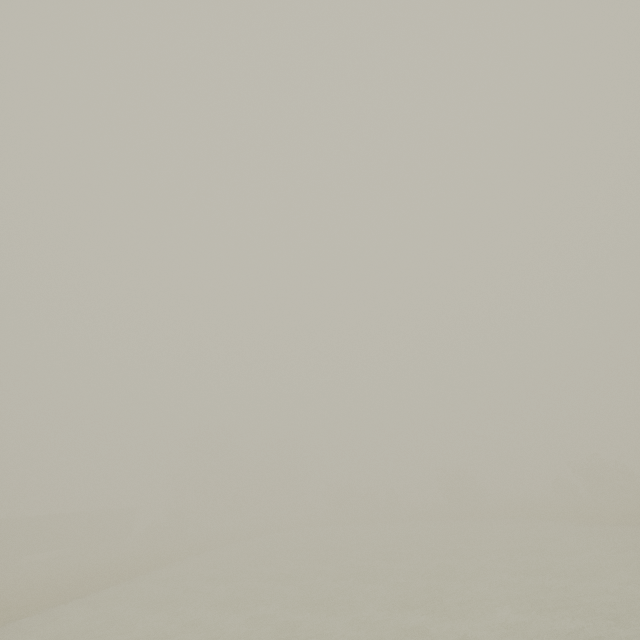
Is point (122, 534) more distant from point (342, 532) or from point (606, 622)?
point (606, 622)
